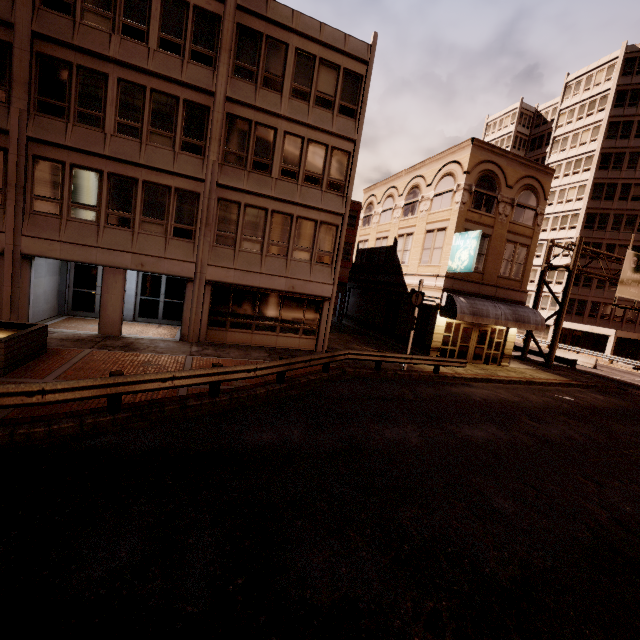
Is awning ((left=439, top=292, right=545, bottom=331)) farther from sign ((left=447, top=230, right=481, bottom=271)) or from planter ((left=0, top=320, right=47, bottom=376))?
planter ((left=0, top=320, right=47, bottom=376))

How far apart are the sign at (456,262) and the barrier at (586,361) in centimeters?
2163cm

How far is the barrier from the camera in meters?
30.1 m

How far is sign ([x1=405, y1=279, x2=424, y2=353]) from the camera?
16.1 meters

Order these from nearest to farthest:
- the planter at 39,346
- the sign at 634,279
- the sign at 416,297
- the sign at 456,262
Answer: the planter at 39,346 → the sign at 416,297 → the sign at 456,262 → the sign at 634,279

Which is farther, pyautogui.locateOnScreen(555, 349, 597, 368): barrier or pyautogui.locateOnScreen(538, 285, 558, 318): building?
pyautogui.locateOnScreen(538, 285, 558, 318): building

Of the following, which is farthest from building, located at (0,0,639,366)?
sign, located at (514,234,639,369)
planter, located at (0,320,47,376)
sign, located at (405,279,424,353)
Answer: sign, located at (514,234,639,369)

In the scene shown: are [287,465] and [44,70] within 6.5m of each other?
no
